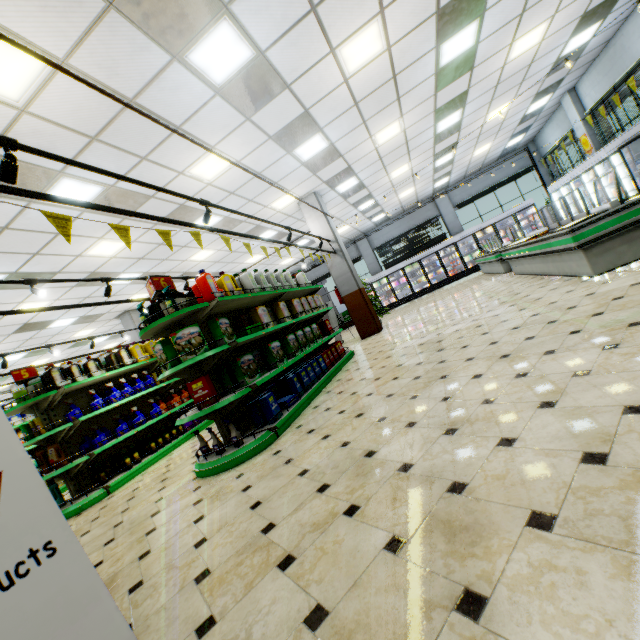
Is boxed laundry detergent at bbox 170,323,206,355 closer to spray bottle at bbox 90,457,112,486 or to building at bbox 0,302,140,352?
building at bbox 0,302,140,352

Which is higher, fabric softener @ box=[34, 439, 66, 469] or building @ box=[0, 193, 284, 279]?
building @ box=[0, 193, 284, 279]

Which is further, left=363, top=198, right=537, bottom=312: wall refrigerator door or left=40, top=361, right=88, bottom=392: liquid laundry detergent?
left=363, top=198, right=537, bottom=312: wall refrigerator door

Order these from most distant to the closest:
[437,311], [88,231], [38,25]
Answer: [437,311] < [88,231] < [38,25]

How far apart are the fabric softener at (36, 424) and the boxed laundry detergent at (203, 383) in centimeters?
341cm

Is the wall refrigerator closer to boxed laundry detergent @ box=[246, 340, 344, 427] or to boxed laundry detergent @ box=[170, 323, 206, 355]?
boxed laundry detergent @ box=[246, 340, 344, 427]

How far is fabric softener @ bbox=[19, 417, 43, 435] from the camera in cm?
515

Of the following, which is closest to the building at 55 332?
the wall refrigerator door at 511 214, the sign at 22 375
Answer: the wall refrigerator door at 511 214
